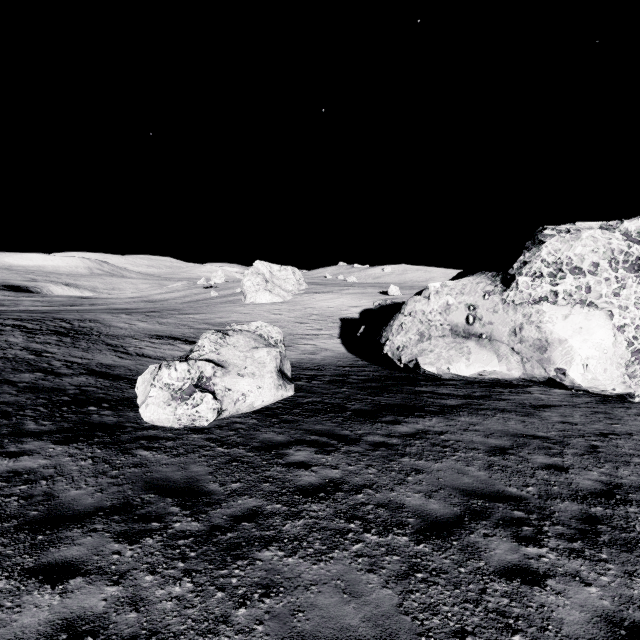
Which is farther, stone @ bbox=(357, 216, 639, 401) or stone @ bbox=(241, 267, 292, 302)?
stone @ bbox=(241, 267, 292, 302)

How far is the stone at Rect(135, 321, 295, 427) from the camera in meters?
8.4

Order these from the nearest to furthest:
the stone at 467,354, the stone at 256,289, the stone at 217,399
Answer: the stone at 217,399, the stone at 467,354, the stone at 256,289

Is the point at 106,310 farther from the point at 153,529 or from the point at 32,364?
the point at 153,529

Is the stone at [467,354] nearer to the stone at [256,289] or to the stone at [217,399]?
the stone at [217,399]

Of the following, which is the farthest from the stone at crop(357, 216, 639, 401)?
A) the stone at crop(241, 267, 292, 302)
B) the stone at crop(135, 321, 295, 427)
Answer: the stone at crop(241, 267, 292, 302)
